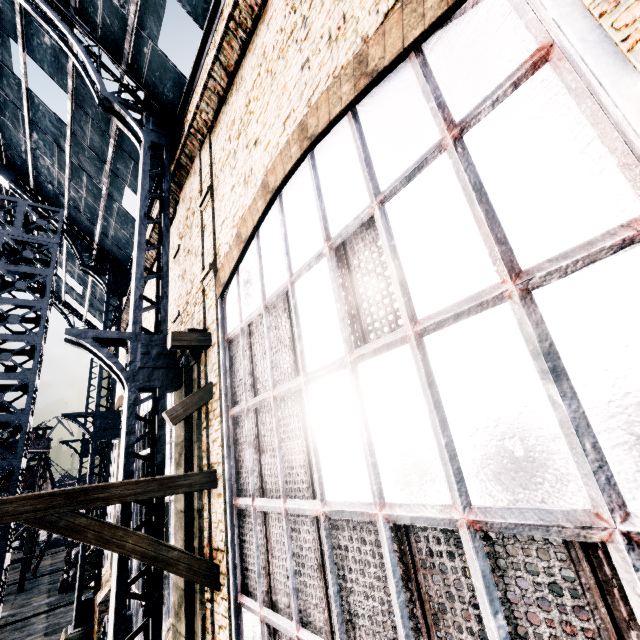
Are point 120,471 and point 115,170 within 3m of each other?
no

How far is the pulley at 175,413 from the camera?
7.3 meters

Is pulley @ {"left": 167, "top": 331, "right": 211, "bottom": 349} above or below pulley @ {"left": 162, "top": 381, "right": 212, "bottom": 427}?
above

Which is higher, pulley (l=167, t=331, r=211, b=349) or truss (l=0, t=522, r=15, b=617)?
pulley (l=167, t=331, r=211, b=349)

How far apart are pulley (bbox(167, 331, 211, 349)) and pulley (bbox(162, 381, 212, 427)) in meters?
0.9

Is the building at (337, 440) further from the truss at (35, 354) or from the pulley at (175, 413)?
the truss at (35, 354)

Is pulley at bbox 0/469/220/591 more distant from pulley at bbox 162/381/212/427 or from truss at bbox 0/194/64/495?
truss at bbox 0/194/64/495

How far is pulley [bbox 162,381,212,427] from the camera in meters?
7.3
